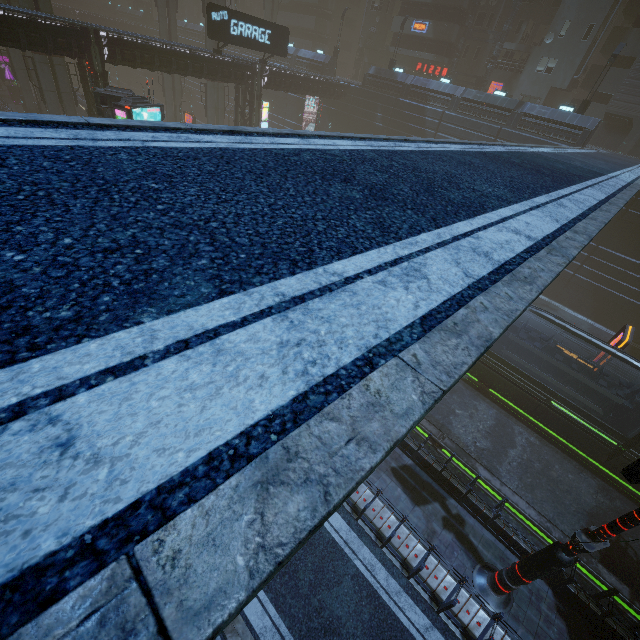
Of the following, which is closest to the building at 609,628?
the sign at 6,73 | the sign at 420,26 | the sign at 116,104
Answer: the sign at 420,26

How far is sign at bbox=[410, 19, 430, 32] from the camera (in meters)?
38.72

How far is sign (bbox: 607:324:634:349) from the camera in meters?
17.6

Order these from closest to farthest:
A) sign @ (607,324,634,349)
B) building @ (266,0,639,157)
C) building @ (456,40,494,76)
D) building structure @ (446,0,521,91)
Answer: sign @ (607,324,634,349) → building @ (266,0,639,157) → building structure @ (446,0,521,91) → building @ (456,40,494,76)

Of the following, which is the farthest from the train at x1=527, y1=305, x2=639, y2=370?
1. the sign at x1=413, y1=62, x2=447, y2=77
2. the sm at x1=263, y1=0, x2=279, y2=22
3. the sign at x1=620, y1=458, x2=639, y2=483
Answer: the sm at x1=263, y1=0, x2=279, y2=22

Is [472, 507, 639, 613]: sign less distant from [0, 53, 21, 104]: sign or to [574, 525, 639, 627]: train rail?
[574, 525, 639, 627]: train rail

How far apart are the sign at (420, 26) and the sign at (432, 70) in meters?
3.7 m

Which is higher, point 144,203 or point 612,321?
point 144,203
